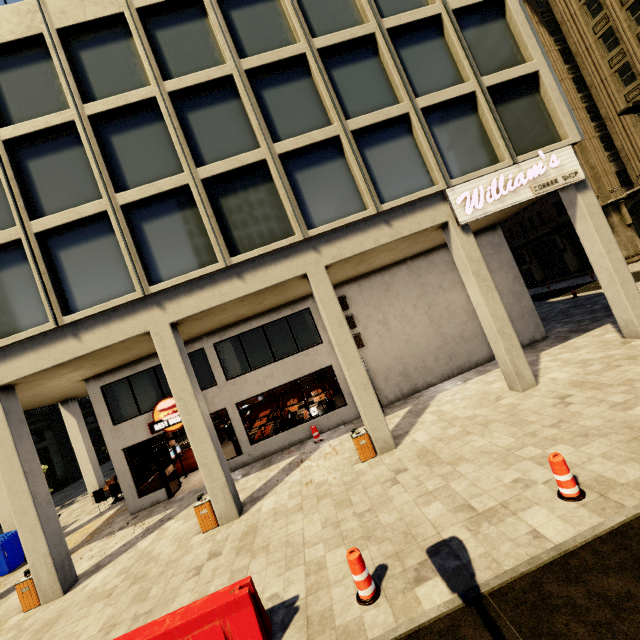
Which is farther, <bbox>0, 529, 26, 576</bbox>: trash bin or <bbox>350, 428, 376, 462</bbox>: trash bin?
<bbox>0, 529, 26, 576</bbox>: trash bin

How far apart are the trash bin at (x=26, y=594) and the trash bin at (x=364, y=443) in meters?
9.5 m

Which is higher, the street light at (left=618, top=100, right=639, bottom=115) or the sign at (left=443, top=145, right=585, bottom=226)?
the street light at (left=618, top=100, right=639, bottom=115)

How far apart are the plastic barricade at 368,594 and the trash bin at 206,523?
5.7 meters

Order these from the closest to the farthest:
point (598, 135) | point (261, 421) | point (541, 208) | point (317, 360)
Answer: point (317, 360) → point (261, 421) → point (598, 135) → point (541, 208)

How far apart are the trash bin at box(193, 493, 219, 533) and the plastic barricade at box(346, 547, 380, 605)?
5.7 meters

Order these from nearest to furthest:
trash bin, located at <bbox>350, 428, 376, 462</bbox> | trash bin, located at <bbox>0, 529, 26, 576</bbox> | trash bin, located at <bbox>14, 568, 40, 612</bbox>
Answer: trash bin, located at <bbox>14, 568, 40, 612</bbox> < trash bin, located at <bbox>350, 428, 376, 462</bbox> < trash bin, located at <bbox>0, 529, 26, 576</bbox>

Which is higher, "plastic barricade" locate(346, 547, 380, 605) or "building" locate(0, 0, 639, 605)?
"building" locate(0, 0, 639, 605)
